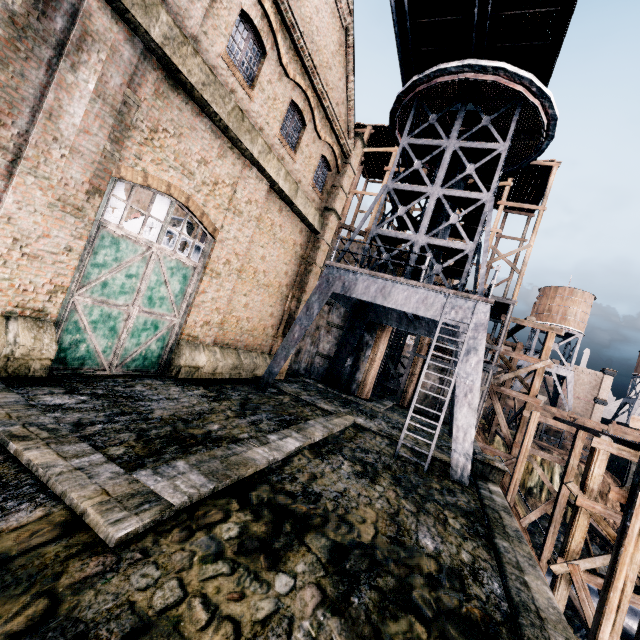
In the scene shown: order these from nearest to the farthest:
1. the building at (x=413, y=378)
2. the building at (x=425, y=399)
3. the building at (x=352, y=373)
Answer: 1. the building at (x=352, y=373)
2. the building at (x=425, y=399)
3. the building at (x=413, y=378)

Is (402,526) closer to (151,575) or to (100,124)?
(151,575)

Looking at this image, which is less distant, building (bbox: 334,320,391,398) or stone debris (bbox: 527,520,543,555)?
building (bbox: 334,320,391,398)

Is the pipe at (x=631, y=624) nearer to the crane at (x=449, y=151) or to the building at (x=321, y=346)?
the building at (x=321, y=346)

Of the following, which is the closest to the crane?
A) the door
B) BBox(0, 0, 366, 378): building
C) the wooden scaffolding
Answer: BBox(0, 0, 366, 378): building

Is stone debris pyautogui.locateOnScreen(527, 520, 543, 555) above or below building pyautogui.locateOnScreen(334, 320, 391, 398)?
below

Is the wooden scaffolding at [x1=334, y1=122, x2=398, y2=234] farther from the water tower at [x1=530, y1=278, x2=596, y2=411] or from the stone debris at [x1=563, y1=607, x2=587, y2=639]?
the water tower at [x1=530, y1=278, x2=596, y2=411]

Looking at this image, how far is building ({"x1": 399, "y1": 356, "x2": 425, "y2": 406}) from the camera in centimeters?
2705cm
